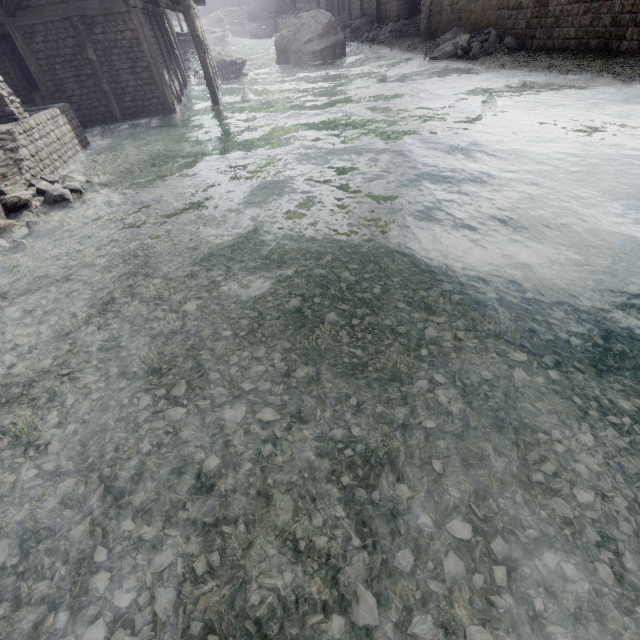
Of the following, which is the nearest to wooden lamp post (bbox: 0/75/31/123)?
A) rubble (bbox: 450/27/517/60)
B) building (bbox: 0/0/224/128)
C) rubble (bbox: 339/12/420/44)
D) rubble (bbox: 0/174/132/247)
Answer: rubble (bbox: 0/174/132/247)

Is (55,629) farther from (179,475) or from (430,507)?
(430,507)

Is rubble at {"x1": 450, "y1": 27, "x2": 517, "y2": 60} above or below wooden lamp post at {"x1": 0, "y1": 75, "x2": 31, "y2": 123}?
below

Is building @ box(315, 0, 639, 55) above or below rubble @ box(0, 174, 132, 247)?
above

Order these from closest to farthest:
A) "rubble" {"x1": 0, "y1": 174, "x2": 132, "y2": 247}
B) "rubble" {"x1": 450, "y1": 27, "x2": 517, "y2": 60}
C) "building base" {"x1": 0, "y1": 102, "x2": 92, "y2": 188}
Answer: "rubble" {"x1": 0, "y1": 174, "x2": 132, "y2": 247}, "building base" {"x1": 0, "y1": 102, "x2": 92, "y2": 188}, "rubble" {"x1": 450, "y1": 27, "x2": 517, "y2": 60}

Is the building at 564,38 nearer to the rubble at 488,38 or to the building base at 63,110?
the rubble at 488,38

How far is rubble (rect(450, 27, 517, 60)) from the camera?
18.52m
